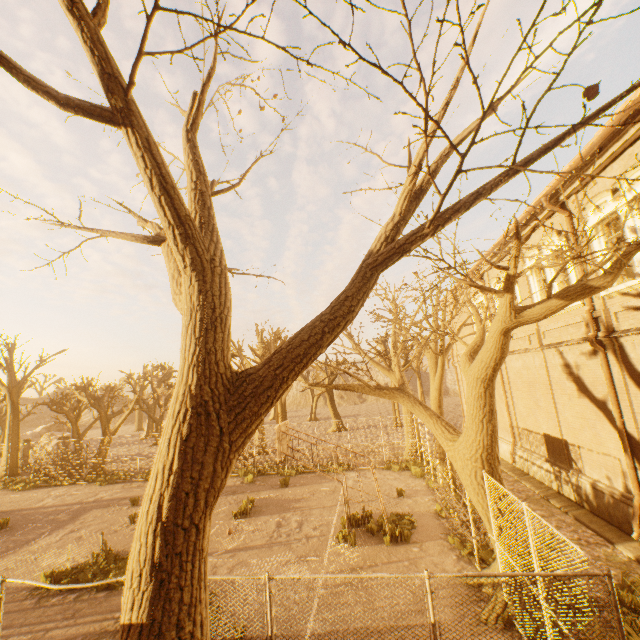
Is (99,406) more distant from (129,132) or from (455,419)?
(455,419)

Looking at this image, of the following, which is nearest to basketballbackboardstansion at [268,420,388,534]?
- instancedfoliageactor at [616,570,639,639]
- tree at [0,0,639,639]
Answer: tree at [0,0,639,639]

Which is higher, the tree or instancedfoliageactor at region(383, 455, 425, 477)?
the tree

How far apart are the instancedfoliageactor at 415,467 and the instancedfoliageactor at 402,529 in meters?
4.8

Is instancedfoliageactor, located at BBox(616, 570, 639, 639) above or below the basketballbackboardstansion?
below

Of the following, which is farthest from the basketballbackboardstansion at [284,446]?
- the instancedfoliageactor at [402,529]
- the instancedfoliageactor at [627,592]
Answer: the instancedfoliageactor at [627,592]

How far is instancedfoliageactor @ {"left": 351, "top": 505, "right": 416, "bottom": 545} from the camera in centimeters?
1045cm

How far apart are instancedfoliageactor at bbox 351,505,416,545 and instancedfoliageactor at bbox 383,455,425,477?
4.8m
